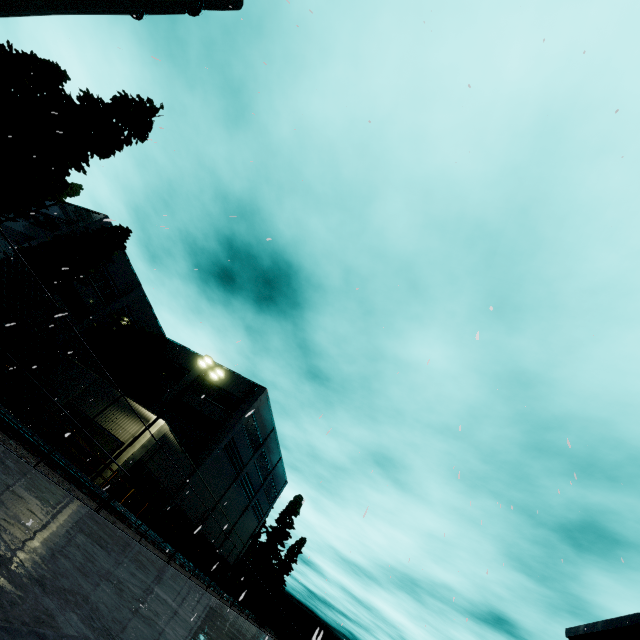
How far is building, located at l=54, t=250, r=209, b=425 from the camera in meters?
30.9

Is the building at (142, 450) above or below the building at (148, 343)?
below

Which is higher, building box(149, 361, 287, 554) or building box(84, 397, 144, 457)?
building box(149, 361, 287, 554)

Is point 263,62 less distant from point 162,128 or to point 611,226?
point 162,128

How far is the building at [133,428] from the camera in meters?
21.8

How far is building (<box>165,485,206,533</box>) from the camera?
27.4 meters
